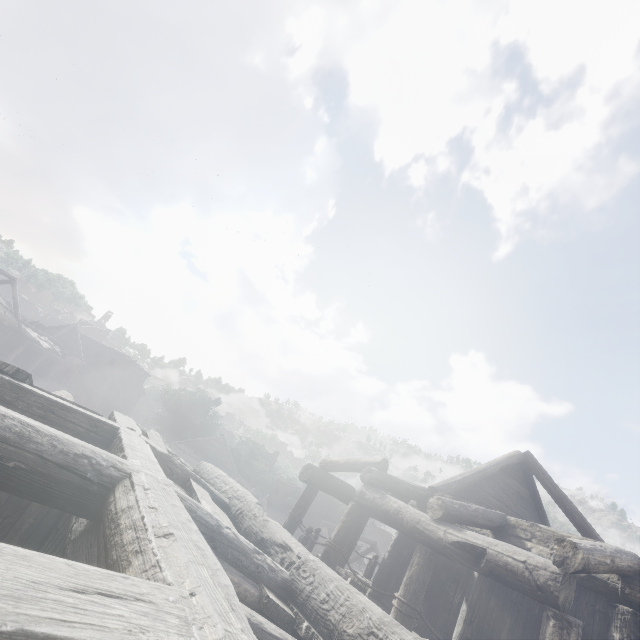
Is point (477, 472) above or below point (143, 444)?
above
